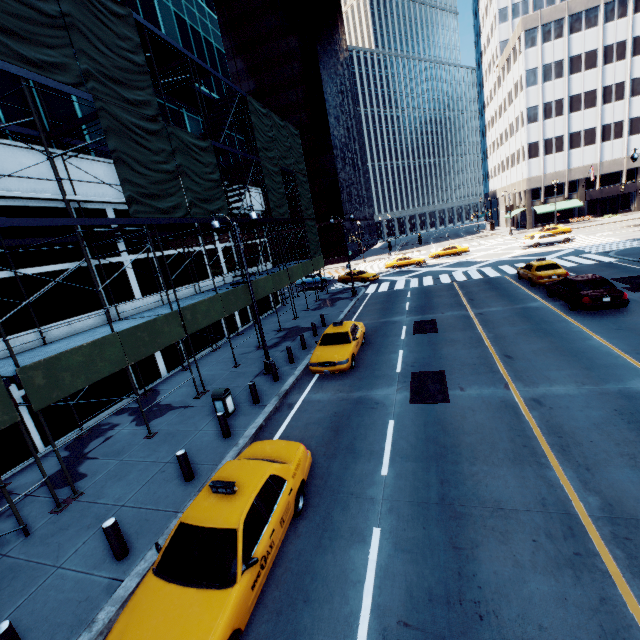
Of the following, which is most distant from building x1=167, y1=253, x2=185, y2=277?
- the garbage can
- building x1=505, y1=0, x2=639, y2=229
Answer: building x1=505, y1=0, x2=639, y2=229

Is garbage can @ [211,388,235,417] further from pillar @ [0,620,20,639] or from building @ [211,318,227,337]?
pillar @ [0,620,20,639]

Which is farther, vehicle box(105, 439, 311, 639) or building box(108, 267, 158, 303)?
building box(108, 267, 158, 303)

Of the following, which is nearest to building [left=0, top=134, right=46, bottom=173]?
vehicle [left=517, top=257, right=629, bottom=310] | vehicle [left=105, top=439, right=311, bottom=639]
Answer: vehicle [left=105, top=439, right=311, bottom=639]

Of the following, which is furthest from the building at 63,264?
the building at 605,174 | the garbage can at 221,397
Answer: the building at 605,174

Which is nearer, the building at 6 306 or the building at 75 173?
the building at 6 306

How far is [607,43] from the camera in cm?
4894

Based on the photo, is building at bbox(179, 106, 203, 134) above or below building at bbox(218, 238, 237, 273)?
above
